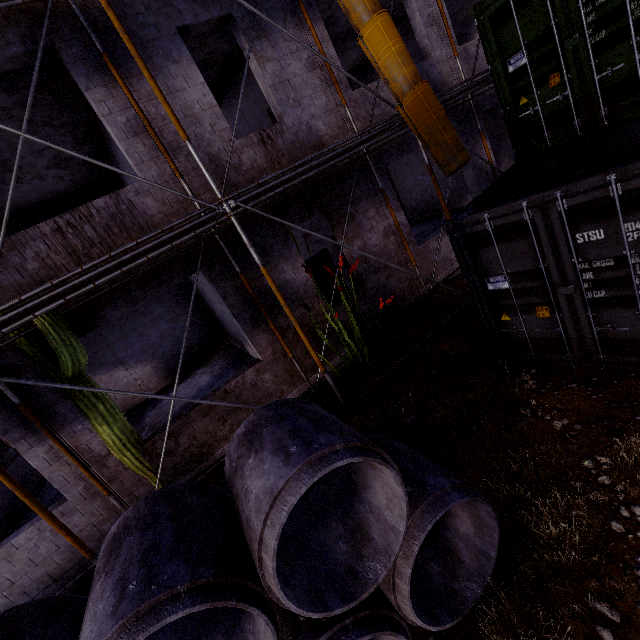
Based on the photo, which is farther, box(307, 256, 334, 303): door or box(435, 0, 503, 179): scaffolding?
box(307, 256, 334, 303): door

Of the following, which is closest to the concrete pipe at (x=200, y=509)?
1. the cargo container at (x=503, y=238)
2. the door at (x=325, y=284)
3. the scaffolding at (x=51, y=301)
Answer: the scaffolding at (x=51, y=301)

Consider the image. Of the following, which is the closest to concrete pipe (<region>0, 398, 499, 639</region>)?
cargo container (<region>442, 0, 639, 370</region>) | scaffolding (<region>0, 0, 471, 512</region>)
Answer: scaffolding (<region>0, 0, 471, 512</region>)

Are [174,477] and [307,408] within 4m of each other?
no

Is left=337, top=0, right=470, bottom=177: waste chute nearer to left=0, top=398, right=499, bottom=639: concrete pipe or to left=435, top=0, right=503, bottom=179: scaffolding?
left=435, top=0, right=503, bottom=179: scaffolding

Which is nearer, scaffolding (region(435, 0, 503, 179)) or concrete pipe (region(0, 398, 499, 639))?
concrete pipe (region(0, 398, 499, 639))

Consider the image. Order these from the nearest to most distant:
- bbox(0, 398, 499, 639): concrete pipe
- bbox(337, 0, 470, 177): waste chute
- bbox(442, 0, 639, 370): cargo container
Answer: bbox(0, 398, 499, 639): concrete pipe
bbox(442, 0, 639, 370): cargo container
bbox(337, 0, 470, 177): waste chute

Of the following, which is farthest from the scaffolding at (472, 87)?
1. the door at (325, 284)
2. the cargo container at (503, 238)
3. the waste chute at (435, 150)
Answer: the door at (325, 284)
